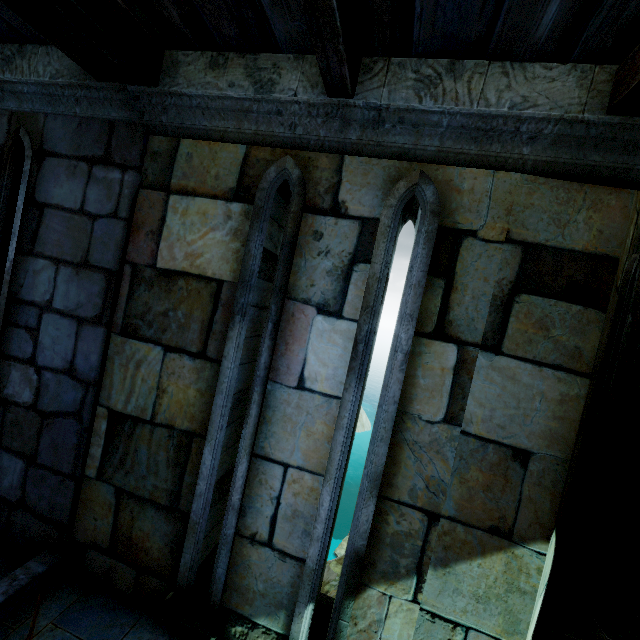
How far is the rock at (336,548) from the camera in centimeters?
1470cm

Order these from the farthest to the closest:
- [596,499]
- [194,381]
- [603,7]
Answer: [596,499]
[194,381]
[603,7]

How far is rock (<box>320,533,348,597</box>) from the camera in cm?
1470
